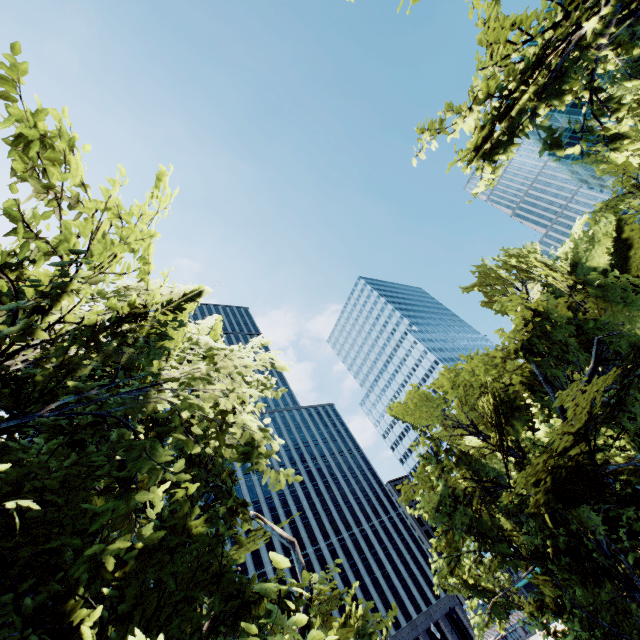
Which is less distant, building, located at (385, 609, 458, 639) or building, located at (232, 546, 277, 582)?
building, located at (232, 546, 277, 582)

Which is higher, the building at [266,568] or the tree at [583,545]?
the building at [266,568]

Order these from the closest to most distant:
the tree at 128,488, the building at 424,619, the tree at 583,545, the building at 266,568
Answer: the tree at 128,488, the tree at 583,545, the building at 266,568, the building at 424,619

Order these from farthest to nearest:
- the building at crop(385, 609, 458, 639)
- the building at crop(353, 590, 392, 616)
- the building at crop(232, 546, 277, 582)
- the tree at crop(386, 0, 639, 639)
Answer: the building at crop(353, 590, 392, 616) → the building at crop(385, 609, 458, 639) → the building at crop(232, 546, 277, 582) → the tree at crop(386, 0, 639, 639)

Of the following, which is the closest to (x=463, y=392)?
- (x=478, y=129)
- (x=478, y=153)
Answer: (x=478, y=153)

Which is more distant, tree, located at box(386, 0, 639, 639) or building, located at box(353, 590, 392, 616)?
building, located at box(353, 590, 392, 616)

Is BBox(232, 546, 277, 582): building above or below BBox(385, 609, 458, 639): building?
above

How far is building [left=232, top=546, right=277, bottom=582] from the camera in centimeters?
5556cm
